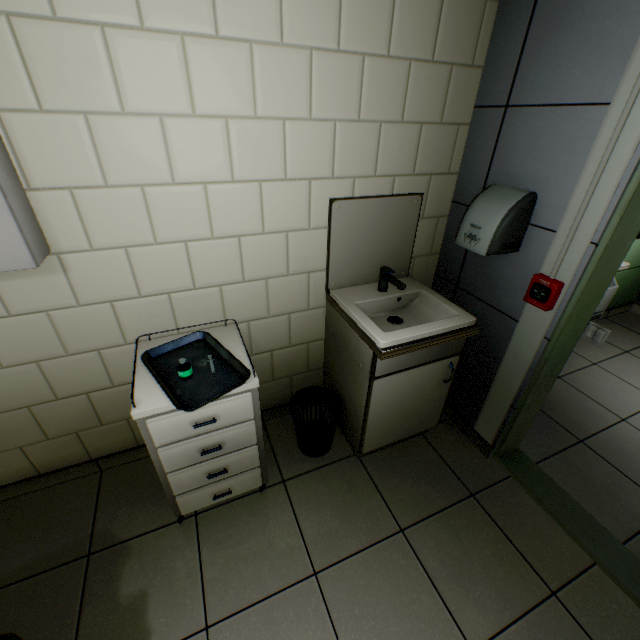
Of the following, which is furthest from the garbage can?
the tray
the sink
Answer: the tray

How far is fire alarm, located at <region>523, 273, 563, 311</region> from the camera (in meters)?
1.48

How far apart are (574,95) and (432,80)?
0.62m

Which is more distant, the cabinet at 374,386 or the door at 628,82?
the cabinet at 374,386

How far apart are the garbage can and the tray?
0.6 meters

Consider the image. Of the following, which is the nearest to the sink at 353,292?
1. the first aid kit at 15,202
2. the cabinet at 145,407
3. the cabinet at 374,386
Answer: the cabinet at 374,386

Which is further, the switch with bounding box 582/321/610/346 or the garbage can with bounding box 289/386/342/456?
the garbage can with bounding box 289/386/342/456

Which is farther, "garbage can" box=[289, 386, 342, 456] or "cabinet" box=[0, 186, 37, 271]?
"garbage can" box=[289, 386, 342, 456]
